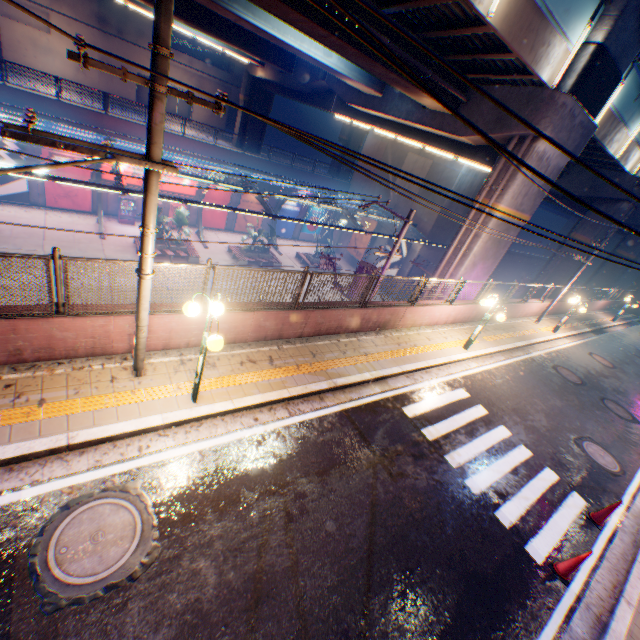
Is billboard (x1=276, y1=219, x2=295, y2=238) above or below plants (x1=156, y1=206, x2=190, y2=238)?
below

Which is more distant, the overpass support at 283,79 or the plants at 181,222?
the plants at 181,222

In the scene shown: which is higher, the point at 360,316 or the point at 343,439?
the point at 360,316

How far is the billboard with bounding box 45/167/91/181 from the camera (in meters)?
21.92

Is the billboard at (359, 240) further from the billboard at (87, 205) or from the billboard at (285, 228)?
the billboard at (87, 205)

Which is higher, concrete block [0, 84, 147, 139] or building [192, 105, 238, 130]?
building [192, 105, 238, 130]

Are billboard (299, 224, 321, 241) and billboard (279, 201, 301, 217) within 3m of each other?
yes

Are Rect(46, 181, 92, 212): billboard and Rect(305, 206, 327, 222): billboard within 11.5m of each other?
no
